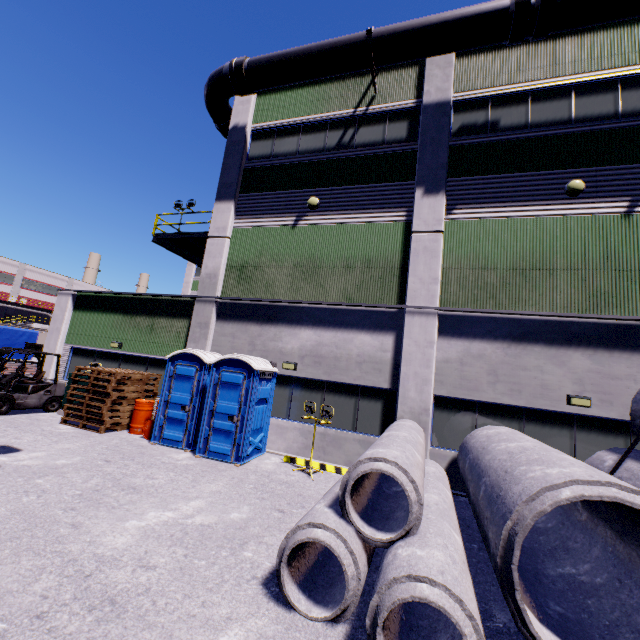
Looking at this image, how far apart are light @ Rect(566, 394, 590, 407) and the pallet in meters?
13.1 m

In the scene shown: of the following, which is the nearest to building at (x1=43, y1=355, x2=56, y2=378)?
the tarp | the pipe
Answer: the pipe

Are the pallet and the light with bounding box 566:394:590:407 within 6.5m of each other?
no

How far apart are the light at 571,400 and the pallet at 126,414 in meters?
13.1

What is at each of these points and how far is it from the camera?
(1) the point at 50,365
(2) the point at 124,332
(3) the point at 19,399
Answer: (1) building, 14.4m
(2) building, 13.7m
(3) forklift, 11.4m

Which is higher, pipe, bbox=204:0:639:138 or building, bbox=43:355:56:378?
pipe, bbox=204:0:639:138

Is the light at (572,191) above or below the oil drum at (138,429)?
above

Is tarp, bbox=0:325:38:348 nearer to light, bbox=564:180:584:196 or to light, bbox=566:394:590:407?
light, bbox=566:394:590:407
